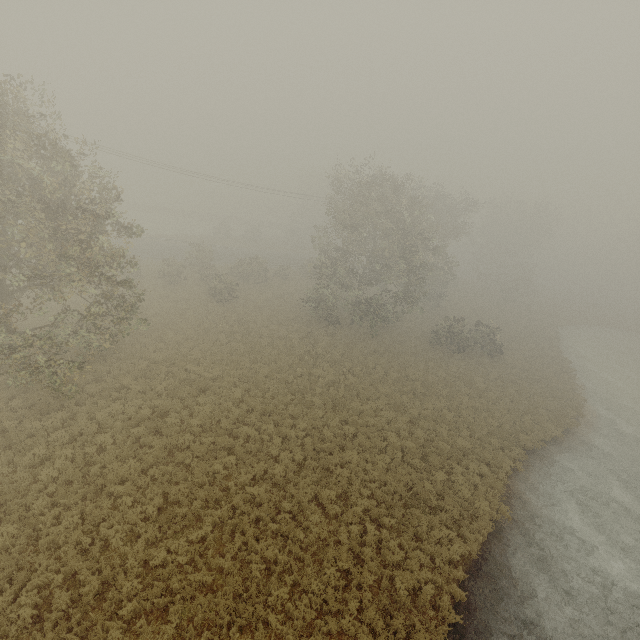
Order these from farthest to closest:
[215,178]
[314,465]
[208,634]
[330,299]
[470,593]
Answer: [215,178]
[330,299]
[314,465]
[470,593]
[208,634]
